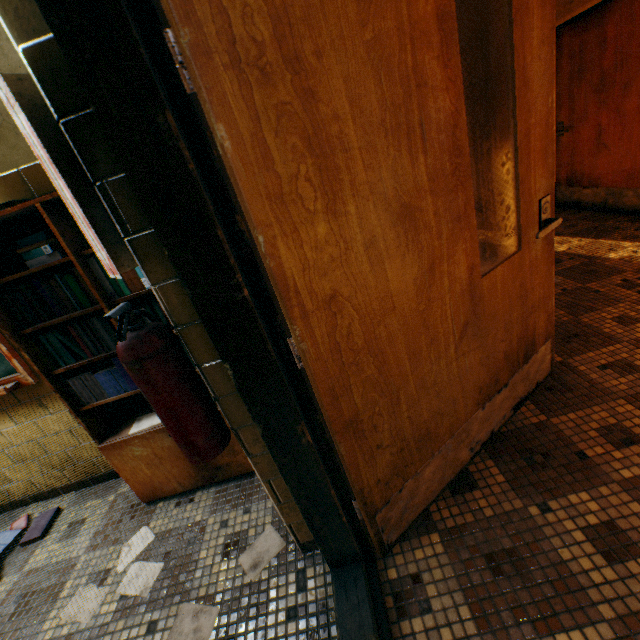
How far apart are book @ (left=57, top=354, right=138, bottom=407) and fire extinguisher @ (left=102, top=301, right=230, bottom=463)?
0.5m

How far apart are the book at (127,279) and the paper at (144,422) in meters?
0.3 m

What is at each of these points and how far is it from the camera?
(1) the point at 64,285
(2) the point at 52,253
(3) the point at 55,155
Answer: (1) book, 1.5 meters
(2) book, 1.5 meters
(3) sign, 0.9 meters

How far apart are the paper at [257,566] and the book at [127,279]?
0.97m

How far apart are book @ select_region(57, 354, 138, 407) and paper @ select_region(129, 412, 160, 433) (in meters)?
0.33

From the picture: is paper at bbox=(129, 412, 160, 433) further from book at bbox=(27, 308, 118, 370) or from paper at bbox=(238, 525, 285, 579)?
paper at bbox=(238, 525, 285, 579)

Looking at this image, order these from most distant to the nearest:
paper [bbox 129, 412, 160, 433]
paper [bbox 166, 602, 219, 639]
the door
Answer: paper [bbox 129, 412, 160, 433] < paper [bbox 166, 602, 219, 639] < the door

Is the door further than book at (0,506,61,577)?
No
